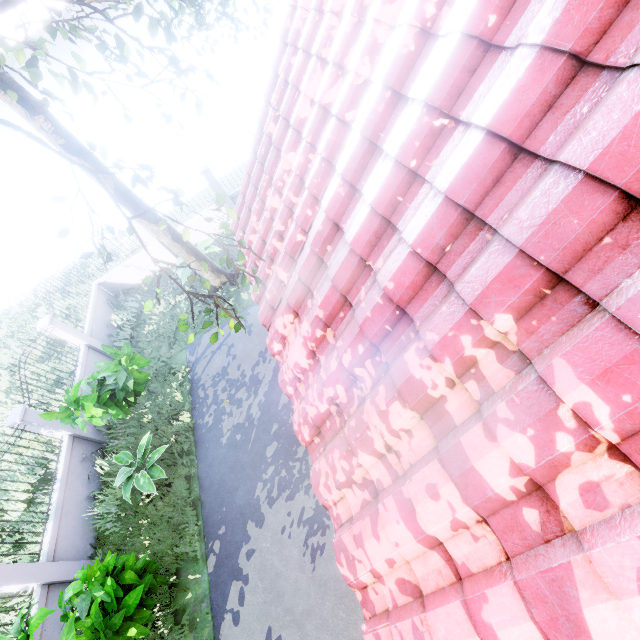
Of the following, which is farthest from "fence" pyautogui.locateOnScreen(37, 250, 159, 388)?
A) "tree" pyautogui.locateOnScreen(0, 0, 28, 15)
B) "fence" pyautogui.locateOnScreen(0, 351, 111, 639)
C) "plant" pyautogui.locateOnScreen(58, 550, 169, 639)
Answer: "plant" pyautogui.locateOnScreen(58, 550, 169, 639)

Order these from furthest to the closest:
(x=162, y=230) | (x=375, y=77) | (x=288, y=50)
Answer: (x=162, y=230) < (x=288, y=50) < (x=375, y=77)

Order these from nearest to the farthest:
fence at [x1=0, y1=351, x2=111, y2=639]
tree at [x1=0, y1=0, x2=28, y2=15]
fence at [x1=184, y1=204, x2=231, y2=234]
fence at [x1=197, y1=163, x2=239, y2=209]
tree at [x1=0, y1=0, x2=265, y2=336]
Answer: tree at [x1=0, y1=0, x2=265, y2=336]
tree at [x1=0, y1=0, x2=28, y2=15]
fence at [x1=0, y1=351, x2=111, y2=639]
fence at [x1=197, y1=163, x2=239, y2=209]
fence at [x1=184, y1=204, x2=231, y2=234]

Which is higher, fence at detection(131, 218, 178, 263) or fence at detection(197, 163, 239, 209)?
fence at detection(197, 163, 239, 209)

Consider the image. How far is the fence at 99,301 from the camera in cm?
1006
